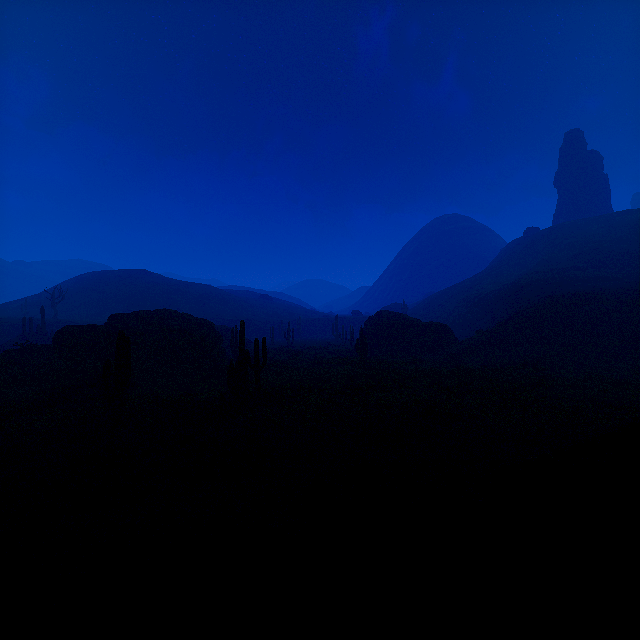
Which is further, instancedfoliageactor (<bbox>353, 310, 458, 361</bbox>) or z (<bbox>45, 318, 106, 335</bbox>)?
z (<bbox>45, 318, 106, 335</bbox>)

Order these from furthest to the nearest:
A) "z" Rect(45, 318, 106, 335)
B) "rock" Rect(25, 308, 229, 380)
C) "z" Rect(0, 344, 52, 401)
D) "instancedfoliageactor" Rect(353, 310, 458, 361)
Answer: "z" Rect(45, 318, 106, 335)
"instancedfoliageactor" Rect(353, 310, 458, 361)
"rock" Rect(25, 308, 229, 380)
"z" Rect(0, 344, 52, 401)

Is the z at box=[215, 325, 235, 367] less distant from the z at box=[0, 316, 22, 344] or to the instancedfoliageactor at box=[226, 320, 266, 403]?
the instancedfoliageactor at box=[226, 320, 266, 403]

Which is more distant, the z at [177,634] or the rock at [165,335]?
the rock at [165,335]

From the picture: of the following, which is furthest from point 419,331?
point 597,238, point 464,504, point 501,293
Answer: point 597,238

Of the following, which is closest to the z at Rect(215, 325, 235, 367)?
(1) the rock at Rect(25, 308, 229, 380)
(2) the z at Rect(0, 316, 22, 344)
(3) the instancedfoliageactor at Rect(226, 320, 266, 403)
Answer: (3) the instancedfoliageactor at Rect(226, 320, 266, 403)

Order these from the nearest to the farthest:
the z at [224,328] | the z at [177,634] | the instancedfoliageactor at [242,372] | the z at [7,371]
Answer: the z at [177,634], the instancedfoliageactor at [242,372], the z at [7,371], the z at [224,328]

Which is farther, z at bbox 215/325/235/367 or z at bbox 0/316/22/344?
z at bbox 0/316/22/344
